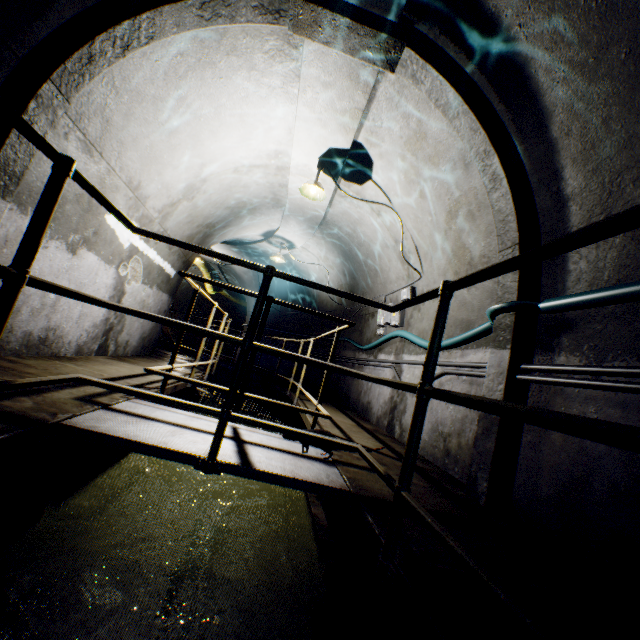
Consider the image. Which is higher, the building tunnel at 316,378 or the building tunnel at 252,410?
the building tunnel at 316,378

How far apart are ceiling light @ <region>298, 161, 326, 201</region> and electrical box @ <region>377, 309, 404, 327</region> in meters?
2.3 m

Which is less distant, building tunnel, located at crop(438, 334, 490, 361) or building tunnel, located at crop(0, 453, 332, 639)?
building tunnel, located at crop(0, 453, 332, 639)

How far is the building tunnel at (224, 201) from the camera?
3.3 meters

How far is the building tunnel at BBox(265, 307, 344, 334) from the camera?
9.8m

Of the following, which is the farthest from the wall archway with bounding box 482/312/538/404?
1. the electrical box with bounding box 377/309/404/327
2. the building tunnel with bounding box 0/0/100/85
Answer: the electrical box with bounding box 377/309/404/327

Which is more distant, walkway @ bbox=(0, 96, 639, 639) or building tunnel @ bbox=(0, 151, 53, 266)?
building tunnel @ bbox=(0, 151, 53, 266)

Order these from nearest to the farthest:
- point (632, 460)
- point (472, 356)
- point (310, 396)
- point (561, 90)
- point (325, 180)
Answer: point (632, 460) < point (561, 90) < point (472, 356) < point (310, 396) < point (325, 180)
